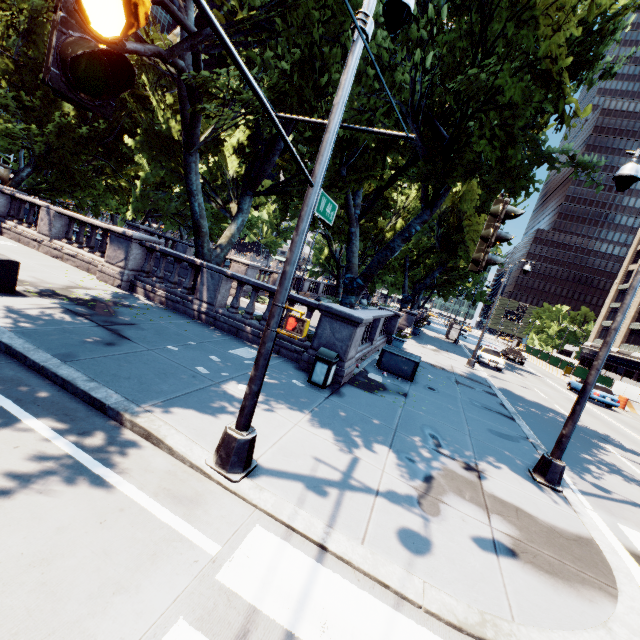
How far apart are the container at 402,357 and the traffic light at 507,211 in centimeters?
880cm

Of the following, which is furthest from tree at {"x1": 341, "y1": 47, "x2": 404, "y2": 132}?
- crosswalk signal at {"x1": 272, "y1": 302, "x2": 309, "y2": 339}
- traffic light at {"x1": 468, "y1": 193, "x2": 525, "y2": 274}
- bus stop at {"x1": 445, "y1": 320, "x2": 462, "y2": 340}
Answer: bus stop at {"x1": 445, "y1": 320, "x2": 462, "y2": 340}

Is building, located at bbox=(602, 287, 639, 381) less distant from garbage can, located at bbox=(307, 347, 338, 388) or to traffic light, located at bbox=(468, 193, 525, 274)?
traffic light, located at bbox=(468, 193, 525, 274)

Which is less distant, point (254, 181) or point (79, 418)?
point (79, 418)

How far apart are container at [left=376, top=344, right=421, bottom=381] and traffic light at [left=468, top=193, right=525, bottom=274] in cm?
880

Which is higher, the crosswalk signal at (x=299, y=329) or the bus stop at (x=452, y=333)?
the crosswalk signal at (x=299, y=329)

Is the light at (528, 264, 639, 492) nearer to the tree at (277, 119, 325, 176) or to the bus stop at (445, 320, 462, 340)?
the tree at (277, 119, 325, 176)

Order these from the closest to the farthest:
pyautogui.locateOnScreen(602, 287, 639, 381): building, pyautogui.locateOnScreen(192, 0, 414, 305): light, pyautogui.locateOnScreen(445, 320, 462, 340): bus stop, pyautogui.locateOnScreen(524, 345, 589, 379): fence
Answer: pyautogui.locateOnScreen(192, 0, 414, 305): light < pyautogui.locateOnScreen(524, 345, 589, 379): fence < pyautogui.locateOnScreen(445, 320, 462, 340): bus stop < pyautogui.locateOnScreen(602, 287, 639, 381): building
